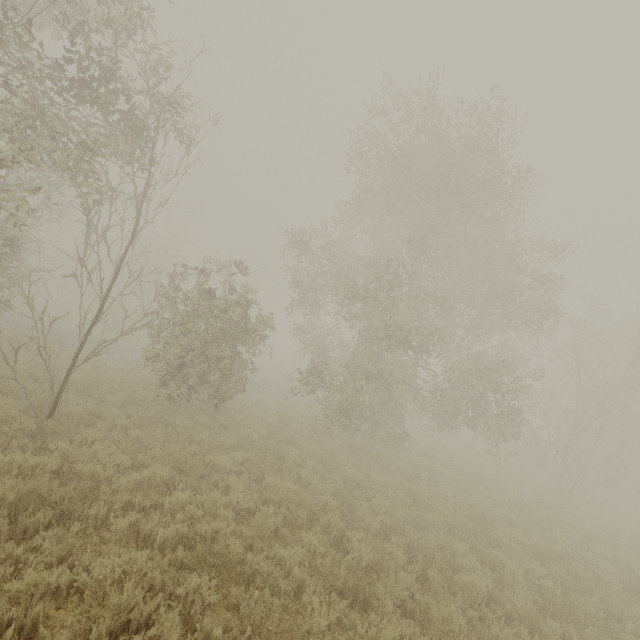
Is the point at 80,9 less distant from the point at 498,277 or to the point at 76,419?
the point at 76,419
